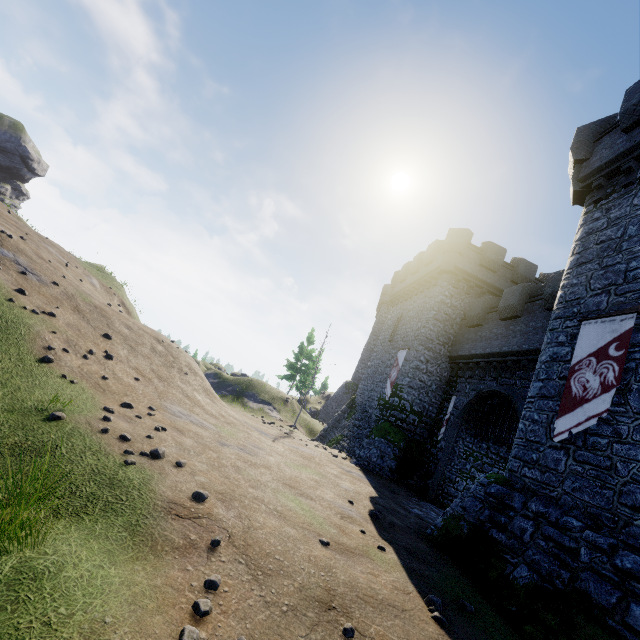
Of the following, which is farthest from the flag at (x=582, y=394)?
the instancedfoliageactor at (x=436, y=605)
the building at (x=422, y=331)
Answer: the instancedfoliageactor at (x=436, y=605)

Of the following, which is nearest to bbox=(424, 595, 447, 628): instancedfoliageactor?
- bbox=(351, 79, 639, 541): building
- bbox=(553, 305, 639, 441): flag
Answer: bbox=(351, 79, 639, 541): building

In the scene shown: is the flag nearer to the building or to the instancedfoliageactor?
the building

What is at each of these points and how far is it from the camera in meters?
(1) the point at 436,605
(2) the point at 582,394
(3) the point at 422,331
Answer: (1) instancedfoliageactor, 5.8 m
(2) flag, 8.9 m
(3) building, 21.8 m

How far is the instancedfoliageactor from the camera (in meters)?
5.41
